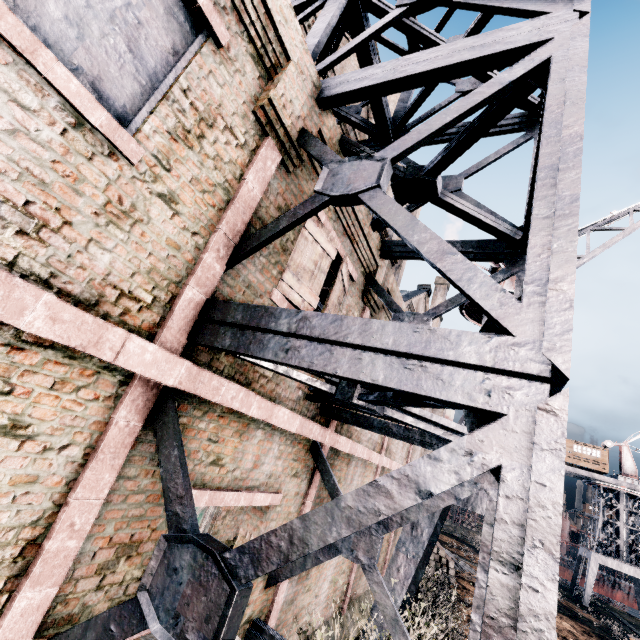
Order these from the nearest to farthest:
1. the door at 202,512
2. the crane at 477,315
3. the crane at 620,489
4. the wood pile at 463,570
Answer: the door at 202,512
the crane at 477,315
the wood pile at 463,570
the crane at 620,489

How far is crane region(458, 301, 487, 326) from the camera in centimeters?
1240cm

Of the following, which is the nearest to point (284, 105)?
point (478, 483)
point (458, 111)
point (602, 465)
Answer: point (458, 111)

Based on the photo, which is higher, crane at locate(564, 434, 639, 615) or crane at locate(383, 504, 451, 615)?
crane at locate(564, 434, 639, 615)

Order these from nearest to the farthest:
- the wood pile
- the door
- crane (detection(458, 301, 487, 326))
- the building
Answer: the building → the door → crane (detection(458, 301, 487, 326)) → the wood pile

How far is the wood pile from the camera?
22.3 meters

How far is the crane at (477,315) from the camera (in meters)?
12.40
